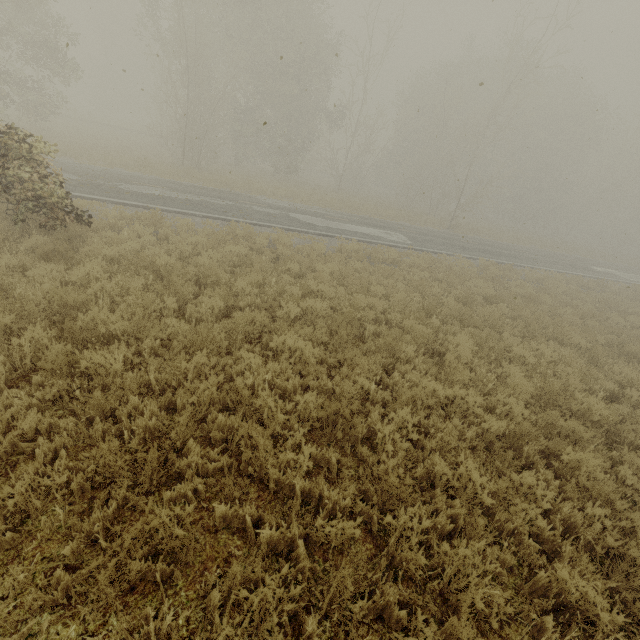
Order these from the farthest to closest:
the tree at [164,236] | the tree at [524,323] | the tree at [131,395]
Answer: the tree at [164,236] → the tree at [524,323] → the tree at [131,395]

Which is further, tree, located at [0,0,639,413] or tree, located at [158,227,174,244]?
tree, located at [158,227,174,244]

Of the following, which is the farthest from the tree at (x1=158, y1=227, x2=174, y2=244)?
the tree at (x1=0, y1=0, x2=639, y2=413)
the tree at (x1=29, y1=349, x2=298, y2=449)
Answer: the tree at (x1=0, y1=0, x2=639, y2=413)

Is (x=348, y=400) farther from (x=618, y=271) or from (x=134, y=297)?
(x=618, y=271)

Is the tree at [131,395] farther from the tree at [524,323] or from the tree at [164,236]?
the tree at [524,323]

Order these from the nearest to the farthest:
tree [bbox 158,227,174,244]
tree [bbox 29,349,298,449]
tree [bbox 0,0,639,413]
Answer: tree [bbox 29,349,298,449] → tree [bbox 0,0,639,413] → tree [bbox 158,227,174,244]

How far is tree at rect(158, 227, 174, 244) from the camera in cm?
920
